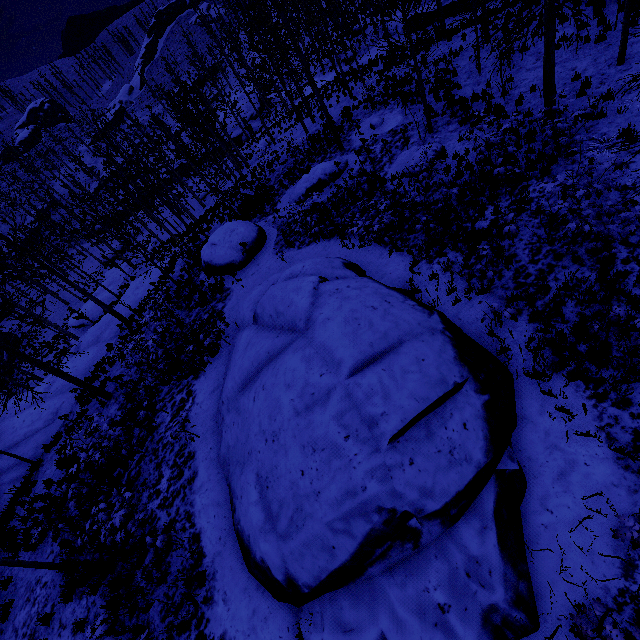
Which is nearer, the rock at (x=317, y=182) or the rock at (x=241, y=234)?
the rock at (x=241, y=234)

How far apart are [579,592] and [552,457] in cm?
185

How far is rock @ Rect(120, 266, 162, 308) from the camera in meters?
24.2 m

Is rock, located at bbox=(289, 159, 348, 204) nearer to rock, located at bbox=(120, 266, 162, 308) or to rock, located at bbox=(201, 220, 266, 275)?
rock, located at bbox=(201, 220, 266, 275)

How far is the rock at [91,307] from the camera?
31.5m

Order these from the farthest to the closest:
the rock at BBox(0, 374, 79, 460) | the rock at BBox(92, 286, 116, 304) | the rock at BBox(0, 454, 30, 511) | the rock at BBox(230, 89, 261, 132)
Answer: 1. the rock at BBox(230, 89, 261, 132)
2. the rock at BBox(92, 286, 116, 304)
3. the rock at BBox(0, 374, 79, 460)
4. the rock at BBox(0, 454, 30, 511)

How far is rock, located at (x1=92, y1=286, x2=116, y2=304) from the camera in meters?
32.6 m

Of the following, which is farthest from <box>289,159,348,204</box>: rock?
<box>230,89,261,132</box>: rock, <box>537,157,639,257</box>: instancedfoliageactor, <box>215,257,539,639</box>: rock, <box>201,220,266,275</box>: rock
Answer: <box>230,89,261,132</box>: rock
